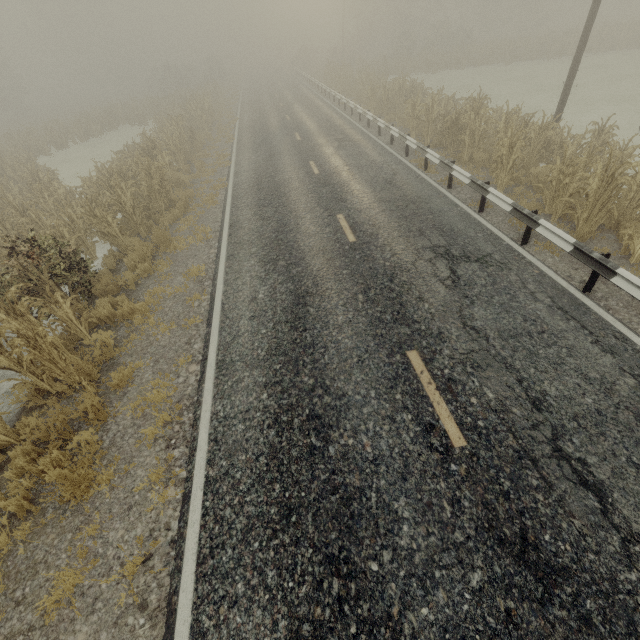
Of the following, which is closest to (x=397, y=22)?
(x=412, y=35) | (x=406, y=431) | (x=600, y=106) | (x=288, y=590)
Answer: (x=412, y=35)

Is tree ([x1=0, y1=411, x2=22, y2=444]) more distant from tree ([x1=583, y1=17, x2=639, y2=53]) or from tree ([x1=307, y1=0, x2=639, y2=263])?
tree ([x1=583, y1=17, x2=639, y2=53])

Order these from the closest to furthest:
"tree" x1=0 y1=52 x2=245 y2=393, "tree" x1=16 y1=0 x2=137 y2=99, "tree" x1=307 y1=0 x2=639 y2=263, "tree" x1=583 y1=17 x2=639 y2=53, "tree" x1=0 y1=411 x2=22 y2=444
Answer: "tree" x1=0 y1=411 x2=22 y2=444 → "tree" x1=0 y1=52 x2=245 y2=393 → "tree" x1=307 y1=0 x2=639 y2=263 → "tree" x1=583 y1=17 x2=639 y2=53 → "tree" x1=16 y1=0 x2=137 y2=99

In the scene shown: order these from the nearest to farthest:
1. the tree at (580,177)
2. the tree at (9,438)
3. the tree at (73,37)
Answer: the tree at (9,438), the tree at (580,177), the tree at (73,37)

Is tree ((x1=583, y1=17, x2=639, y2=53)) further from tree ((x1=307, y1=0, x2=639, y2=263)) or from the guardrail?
the guardrail

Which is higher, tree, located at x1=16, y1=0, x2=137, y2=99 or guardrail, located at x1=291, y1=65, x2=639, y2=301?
tree, located at x1=16, y1=0, x2=137, y2=99

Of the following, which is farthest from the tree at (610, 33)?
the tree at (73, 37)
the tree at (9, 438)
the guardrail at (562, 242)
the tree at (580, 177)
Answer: the tree at (73, 37)

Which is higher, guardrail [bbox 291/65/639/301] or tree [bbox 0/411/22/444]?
guardrail [bbox 291/65/639/301]
